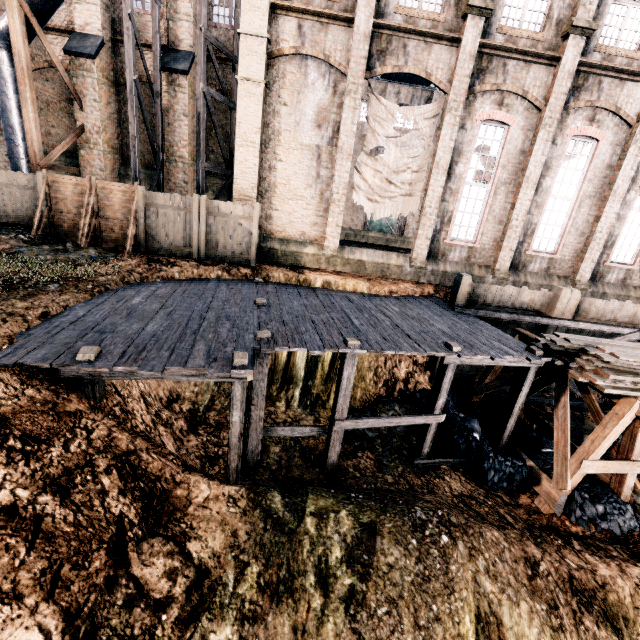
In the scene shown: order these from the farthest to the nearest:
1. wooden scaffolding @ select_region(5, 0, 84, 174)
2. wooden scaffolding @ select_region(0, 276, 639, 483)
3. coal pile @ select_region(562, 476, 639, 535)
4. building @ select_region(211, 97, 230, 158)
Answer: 1. building @ select_region(211, 97, 230, 158)
2. wooden scaffolding @ select_region(5, 0, 84, 174)
3. coal pile @ select_region(562, 476, 639, 535)
4. wooden scaffolding @ select_region(0, 276, 639, 483)

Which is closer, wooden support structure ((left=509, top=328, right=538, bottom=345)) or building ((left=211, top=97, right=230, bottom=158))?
wooden support structure ((left=509, top=328, right=538, bottom=345))

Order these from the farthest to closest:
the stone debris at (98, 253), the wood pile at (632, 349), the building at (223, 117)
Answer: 1. the building at (223, 117)
2. the stone debris at (98, 253)
3. the wood pile at (632, 349)

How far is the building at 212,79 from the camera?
17.3 meters

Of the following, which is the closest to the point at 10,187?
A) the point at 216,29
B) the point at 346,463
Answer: the point at 216,29

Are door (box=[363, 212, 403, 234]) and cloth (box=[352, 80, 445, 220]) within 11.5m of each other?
no

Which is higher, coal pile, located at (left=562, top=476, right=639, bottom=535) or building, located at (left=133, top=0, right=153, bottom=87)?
building, located at (left=133, top=0, right=153, bottom=87)

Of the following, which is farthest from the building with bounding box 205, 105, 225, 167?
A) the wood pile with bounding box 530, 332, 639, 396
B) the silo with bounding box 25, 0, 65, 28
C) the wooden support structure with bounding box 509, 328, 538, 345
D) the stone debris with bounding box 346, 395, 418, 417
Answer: the wood pile with bounding box 530, 332, 639, 396
